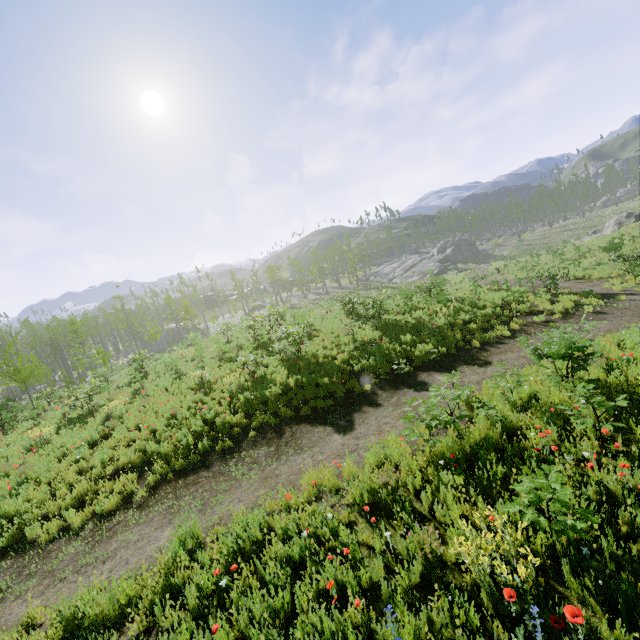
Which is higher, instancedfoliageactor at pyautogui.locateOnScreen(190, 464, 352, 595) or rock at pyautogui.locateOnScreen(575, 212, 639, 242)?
rock at pyautogui.locateOnScreen(575, 212, 639, 242)

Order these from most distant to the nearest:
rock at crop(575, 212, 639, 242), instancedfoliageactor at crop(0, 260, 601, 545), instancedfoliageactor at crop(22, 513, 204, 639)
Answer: rock at crop(575, 212, 639, 242) → instancedfoliageactor at crop(0, 260, 601, 545) → instancedfoliageactor at crop(22, 513, 204, 639)

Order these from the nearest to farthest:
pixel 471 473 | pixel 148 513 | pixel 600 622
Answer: pixel 600 622
pixel 471 473
pixel 148 513

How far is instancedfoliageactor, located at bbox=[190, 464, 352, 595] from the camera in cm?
445

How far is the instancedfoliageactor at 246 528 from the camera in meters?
4.4 m

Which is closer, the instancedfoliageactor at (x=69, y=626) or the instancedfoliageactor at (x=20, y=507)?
the instancedfoliageactor at (x=69, y=626)

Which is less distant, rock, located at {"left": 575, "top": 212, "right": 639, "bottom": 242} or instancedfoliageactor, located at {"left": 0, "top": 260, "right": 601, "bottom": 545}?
instancedfoliageactor, located at {"left": 0, "top": 260, "right": 601, "bottom": 545}
